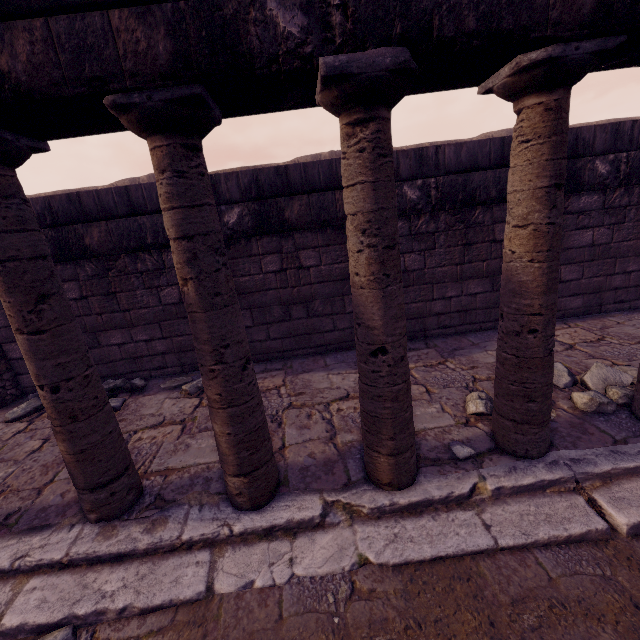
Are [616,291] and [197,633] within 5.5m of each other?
no

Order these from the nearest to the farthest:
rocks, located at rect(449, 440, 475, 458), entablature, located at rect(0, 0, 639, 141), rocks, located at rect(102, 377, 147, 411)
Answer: entablature, located at rect(0, 0, 639, 141), rocks, located at rect(449, 440, 475, 458), rocks, located at rect(102, 377, 147, 411)

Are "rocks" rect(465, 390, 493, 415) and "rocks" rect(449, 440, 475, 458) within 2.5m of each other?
yes

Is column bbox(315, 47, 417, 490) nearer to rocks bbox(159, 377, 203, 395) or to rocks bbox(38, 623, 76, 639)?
rocks bbox(38, 623, 76, 639)

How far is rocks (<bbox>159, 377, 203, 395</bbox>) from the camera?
4.0m

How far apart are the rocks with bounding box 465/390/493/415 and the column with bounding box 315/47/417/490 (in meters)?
0.80

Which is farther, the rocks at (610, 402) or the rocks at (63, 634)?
the rocks at (610, 402)

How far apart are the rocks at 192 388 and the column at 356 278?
2.47m
